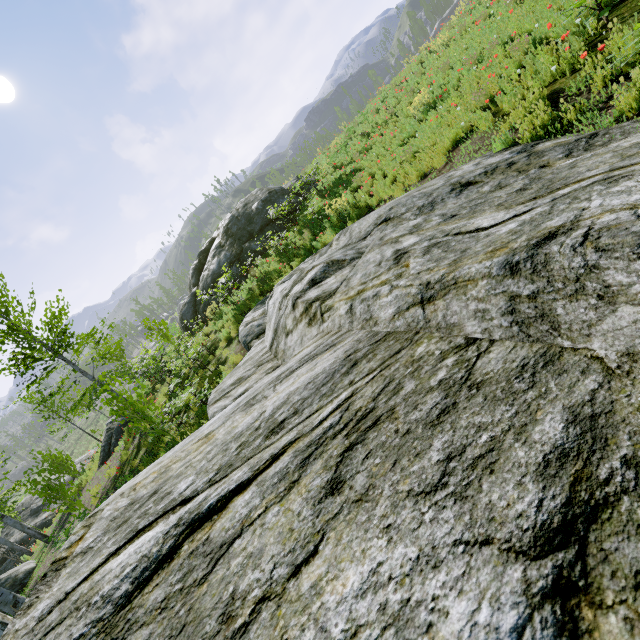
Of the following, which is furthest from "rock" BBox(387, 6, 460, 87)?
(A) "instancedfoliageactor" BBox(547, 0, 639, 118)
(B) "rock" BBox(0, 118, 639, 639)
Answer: (B) "rock" BBox(0, 118, 639, 639)

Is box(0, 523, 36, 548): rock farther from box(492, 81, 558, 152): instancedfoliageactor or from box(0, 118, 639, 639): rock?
box(0, 118, 639, 639): rock

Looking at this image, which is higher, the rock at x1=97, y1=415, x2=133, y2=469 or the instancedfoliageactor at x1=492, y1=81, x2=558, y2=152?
the instancedfoliageactor at x1=492, y1=81, x2=558, y2=152

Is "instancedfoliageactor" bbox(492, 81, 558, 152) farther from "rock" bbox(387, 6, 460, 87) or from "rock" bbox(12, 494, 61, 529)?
"rock" bbox(12, 494, 61, 529)

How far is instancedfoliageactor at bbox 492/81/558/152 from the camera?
5.0 meters

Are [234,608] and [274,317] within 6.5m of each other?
yes

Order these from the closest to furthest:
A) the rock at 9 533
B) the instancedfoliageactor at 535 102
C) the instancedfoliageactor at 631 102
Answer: the instancedfoliageactor at 631 102
the instancedfoliageactor at 535 102
the rock at 9 533

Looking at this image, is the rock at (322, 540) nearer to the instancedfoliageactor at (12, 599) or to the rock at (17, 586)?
the instancedfoliageactor at (12, 599)
